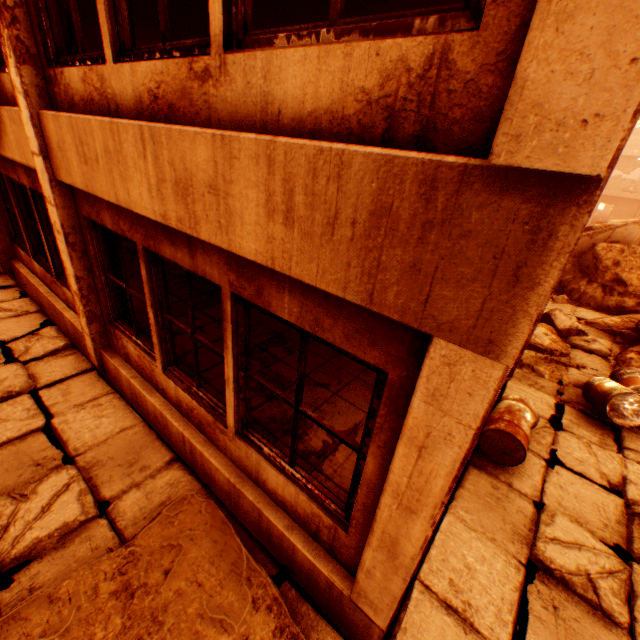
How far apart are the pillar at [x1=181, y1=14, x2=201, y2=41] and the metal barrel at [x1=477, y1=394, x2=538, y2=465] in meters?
10.6 m

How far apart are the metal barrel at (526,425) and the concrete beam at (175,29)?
10.4 meters

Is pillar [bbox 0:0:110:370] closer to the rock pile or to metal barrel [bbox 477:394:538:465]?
the rock pile

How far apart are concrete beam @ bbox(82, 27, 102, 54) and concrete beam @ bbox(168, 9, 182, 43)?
4.58m

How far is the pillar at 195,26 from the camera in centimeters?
836cm

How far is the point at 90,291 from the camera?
4.47m

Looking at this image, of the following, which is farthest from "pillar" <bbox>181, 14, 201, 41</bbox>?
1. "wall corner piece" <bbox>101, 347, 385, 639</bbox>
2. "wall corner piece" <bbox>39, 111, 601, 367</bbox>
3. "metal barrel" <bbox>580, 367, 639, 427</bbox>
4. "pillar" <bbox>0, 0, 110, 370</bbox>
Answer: "metal barrel" <bbox>580, 367, 639, 427</bbox>

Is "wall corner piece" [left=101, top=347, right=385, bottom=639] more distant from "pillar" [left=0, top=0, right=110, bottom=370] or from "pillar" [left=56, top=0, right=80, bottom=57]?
"pillar" [left=56, top=0, right=80, bottom=57]
